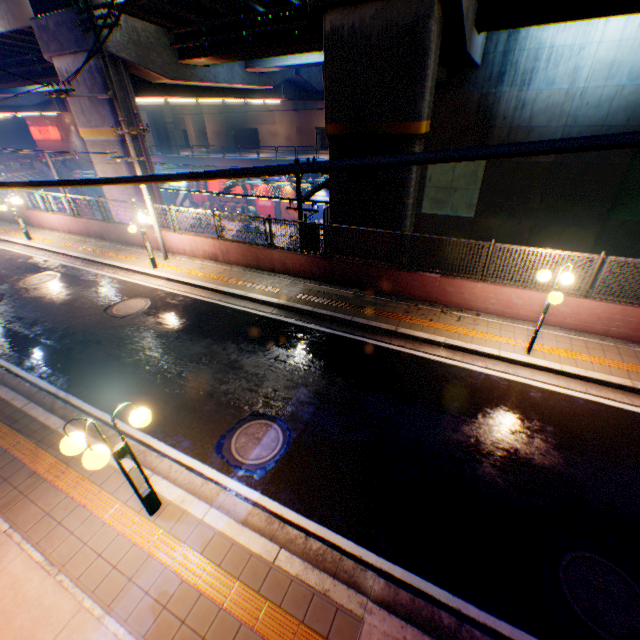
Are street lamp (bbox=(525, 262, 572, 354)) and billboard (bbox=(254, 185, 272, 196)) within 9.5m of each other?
no

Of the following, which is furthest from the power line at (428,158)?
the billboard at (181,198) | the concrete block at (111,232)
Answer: the billboard at (181,198)

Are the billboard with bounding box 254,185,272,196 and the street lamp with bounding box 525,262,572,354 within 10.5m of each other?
no

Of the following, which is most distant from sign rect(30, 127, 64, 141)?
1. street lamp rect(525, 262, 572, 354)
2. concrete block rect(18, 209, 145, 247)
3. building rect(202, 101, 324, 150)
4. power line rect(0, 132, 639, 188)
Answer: street lamp rect(525, 262, 572, 354)

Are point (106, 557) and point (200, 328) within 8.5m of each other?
yes

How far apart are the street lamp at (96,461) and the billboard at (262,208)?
36.5m

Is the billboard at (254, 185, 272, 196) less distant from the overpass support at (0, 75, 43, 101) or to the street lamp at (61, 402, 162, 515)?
the overpass support at (0, 75, 43, 101)

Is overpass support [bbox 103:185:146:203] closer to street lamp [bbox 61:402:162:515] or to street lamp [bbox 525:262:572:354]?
street lamp [bbox 525:262:572:354]
